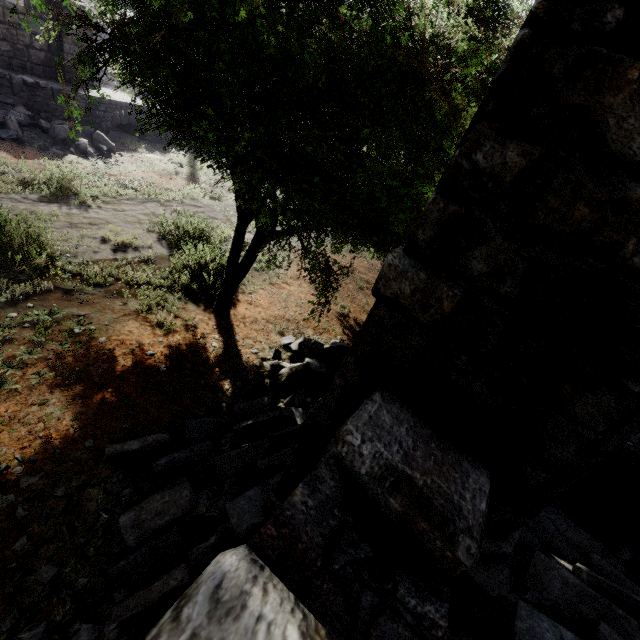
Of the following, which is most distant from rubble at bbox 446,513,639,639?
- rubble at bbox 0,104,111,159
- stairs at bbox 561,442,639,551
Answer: rubble at bbox 0,104,111,159

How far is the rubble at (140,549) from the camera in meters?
3.0 m

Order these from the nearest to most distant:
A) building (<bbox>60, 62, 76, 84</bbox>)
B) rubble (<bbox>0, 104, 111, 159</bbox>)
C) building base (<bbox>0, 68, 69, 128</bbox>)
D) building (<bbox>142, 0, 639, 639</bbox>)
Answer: building (<bbox>142, 0, 639, 639</bbox>) → rubble (<bbox>0, 104, 111, 159</bbox>) → building base (<bbox>0, 68, 69, 128</bbox>) → building (<bbox>60, 62, 76, 84</bbox>)

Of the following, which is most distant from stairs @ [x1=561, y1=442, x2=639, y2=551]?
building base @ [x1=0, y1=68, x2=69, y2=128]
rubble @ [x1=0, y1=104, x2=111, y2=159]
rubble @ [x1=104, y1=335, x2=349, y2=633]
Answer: building base @ [x1=0, y1=68, x2=69, y2=128]

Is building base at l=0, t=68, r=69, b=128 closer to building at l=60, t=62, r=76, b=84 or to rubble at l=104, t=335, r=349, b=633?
building at l=60, t=62, r=76, b=84

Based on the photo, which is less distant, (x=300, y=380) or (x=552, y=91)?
(x=552, y=91)

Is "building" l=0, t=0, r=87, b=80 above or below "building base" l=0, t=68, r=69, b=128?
above

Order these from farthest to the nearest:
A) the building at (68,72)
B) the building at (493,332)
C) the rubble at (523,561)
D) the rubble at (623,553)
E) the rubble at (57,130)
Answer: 1. the building at (68,72)
2. the rubble at (57,130)
3. the rubble at (623,553)
4. the rubble at (523,561)
5. the building at (493,332)
